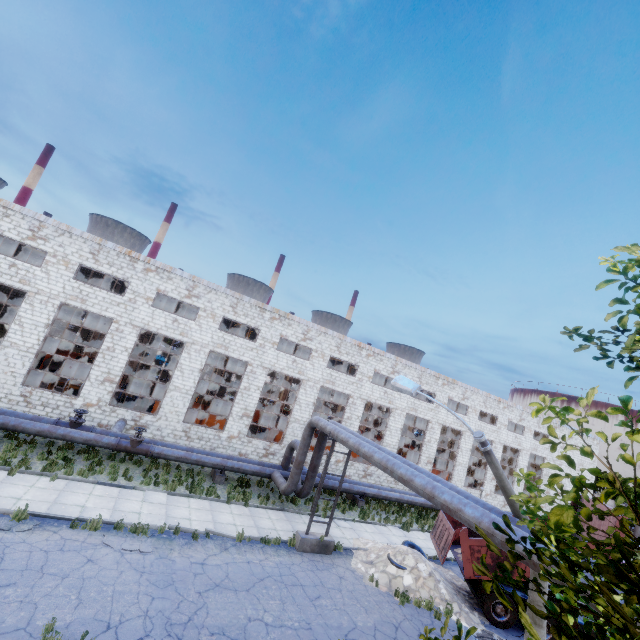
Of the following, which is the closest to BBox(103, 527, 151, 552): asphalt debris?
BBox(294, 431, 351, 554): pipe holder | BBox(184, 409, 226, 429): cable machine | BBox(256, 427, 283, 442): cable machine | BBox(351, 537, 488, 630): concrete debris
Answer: BBox(294, 431, 351, 554): pipe holder

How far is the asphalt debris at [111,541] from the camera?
10.53m

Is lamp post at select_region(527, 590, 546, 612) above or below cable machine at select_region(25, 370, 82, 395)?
above

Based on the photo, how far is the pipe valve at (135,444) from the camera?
16.2m

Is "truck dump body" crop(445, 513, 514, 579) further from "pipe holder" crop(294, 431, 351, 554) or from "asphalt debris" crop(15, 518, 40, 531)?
"asphalt debris" crop(15, 518, 40, 531)

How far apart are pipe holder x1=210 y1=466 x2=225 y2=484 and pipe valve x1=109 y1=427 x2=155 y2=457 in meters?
3.6 m

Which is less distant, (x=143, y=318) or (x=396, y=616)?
(x=396, y=616)

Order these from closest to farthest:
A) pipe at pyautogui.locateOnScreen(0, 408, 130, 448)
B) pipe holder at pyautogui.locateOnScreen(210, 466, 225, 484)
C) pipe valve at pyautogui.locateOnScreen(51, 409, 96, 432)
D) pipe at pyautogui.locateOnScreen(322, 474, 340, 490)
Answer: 1. pipe at pyautogui.locateOnScreen(0, 408, 130, 448)
2. pipe valve at pyautogui.locateOnScreen(51, 409, 96, 432)
3. pipe holder at pyautogui.locateOnScreen(210, 466, 225, 484)
4. pipe at pyautogui.locateOnScreen(322, 474, 340, 490)
